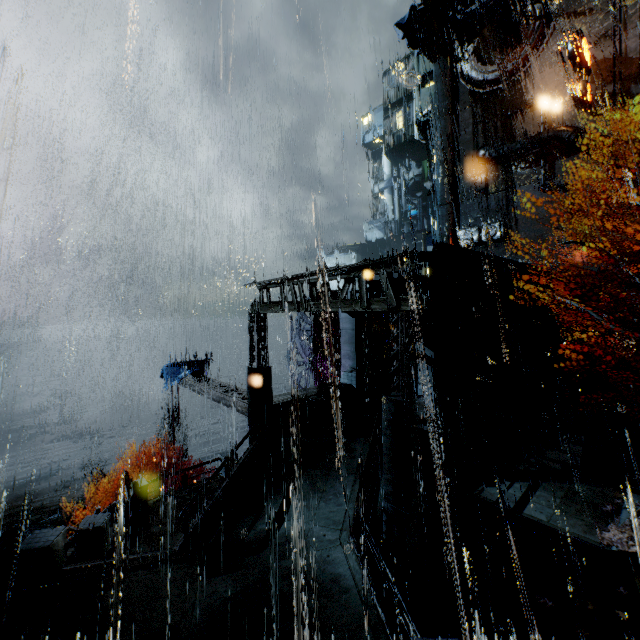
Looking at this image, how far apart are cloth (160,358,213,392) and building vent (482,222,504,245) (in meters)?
28.94

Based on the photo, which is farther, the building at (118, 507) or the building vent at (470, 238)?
the building vent at (470, 238)

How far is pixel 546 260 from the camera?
29.22m

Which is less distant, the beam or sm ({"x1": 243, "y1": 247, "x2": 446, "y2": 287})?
sm ({"x1": 243, "y1": 247, "x2": 446, "y2": 287})

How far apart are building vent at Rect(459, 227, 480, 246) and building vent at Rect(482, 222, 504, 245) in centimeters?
24cm

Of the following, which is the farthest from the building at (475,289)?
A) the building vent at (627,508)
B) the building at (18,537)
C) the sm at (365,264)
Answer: the building vent at (627,508)

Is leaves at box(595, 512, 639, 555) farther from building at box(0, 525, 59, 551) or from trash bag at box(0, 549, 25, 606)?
building at box(0, 525, 59, 551)

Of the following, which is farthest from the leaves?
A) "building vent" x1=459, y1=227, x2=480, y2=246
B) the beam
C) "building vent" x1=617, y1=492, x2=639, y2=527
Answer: "building vent" x1=459, y1=227, x2=480, y2=246
